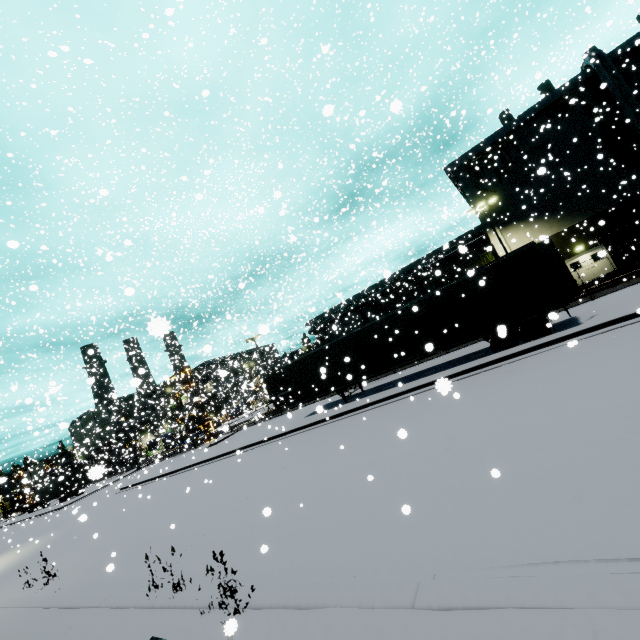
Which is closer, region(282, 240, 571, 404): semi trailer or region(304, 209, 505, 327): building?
region(282, 240, 571, 404): semi trailer

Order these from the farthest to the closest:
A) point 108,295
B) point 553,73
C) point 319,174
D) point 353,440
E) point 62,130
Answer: point 108,295, point 553,73, point 319,174, point 62,130, point 353,440

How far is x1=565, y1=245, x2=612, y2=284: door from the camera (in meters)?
27.02

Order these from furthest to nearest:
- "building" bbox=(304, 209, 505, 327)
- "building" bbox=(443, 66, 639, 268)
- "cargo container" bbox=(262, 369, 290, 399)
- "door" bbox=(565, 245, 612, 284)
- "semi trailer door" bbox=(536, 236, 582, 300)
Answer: "cargo container" bbox=(262, 369, 290, 399) < "building" bbox=(304, 209, 505, 327) < "door" bbox=(565, 245, 612, 284) < "building" bbox=(443, 66, 639, 268) < "semi trailer door" bbox=(536, 236, 582, 300)

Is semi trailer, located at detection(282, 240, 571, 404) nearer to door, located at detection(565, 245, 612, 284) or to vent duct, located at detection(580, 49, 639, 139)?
door, located at detection(565, 245, 612, 284)

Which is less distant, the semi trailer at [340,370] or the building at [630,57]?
the semi trailer at [340,370]

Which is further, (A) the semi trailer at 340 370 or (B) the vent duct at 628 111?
(B) the vent duct at 628 111

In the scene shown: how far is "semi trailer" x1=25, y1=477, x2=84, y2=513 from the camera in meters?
46.8 m
